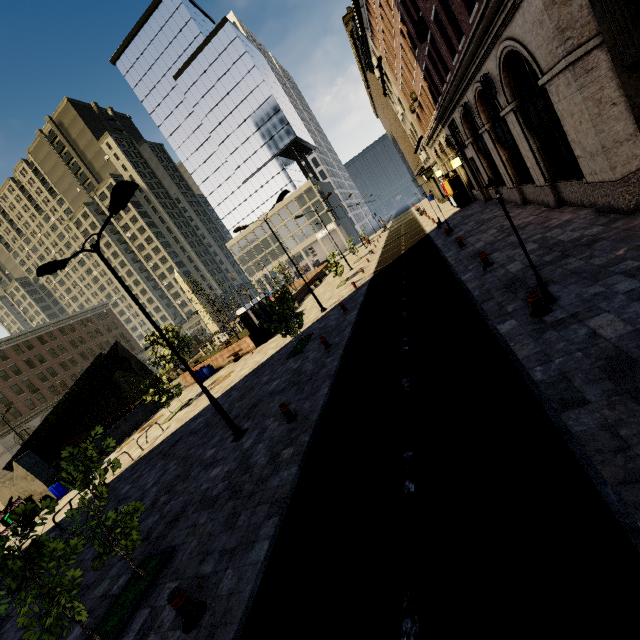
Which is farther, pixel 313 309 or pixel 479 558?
pixel 313 309

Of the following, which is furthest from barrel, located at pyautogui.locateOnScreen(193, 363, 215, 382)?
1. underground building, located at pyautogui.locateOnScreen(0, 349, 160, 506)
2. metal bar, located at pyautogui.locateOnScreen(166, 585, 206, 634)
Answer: metal bar, located at pyautogui.locateOnScreen(166, 585, 206, 634)

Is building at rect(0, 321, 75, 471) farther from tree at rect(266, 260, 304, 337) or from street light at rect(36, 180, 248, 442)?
street light at rect(36, 180, 248, 442)

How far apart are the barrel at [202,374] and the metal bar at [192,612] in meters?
21.6

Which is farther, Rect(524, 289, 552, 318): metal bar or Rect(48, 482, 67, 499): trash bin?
Rect(48, 482, 67, 499): trash bin

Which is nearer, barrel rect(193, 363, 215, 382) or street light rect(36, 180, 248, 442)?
street light rect(36, 180, 248, 442)

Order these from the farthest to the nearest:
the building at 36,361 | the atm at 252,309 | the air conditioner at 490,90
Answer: the building at 36,361 → the atm at 252,309 → the air conditioner at 490,90

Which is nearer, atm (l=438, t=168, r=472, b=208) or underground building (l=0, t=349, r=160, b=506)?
underground building (l=0, t=349, r=160, b=506)
